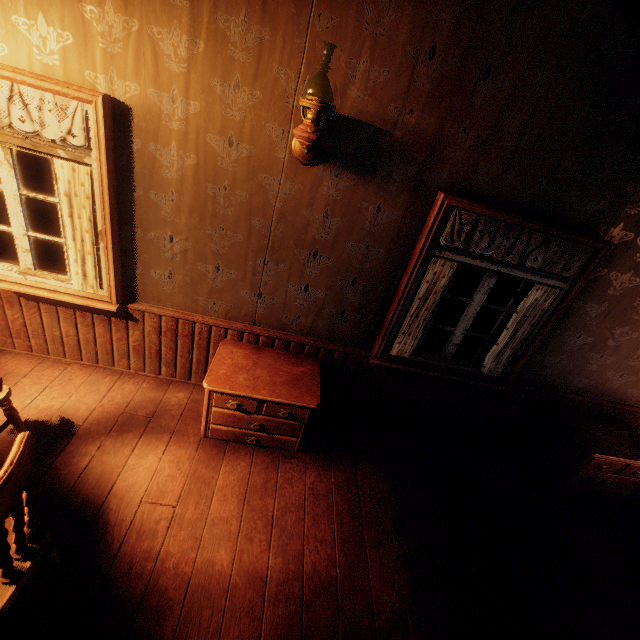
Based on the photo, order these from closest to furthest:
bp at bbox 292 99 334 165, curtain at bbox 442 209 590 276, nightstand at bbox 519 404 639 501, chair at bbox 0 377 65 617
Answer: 1. chair at bbox 0 377 65 617
2. bp at bbox 292 99 334 165
3. curtain at bbox 442 209 590 276
4. nightstand at bbox 519 404 639 501

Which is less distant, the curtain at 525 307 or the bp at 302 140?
the bp at 302 140

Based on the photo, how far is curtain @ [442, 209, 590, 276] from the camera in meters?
2.6

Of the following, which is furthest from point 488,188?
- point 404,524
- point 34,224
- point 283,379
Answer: point 34,224

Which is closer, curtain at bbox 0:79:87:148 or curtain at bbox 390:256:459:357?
curtain at bbox 0:79:87:148

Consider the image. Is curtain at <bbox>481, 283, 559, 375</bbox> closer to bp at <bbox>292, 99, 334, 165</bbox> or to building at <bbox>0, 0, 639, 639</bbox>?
building at <bbox>0, 0, 639, 639</bbox>

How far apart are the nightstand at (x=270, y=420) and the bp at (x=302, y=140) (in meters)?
1.82
